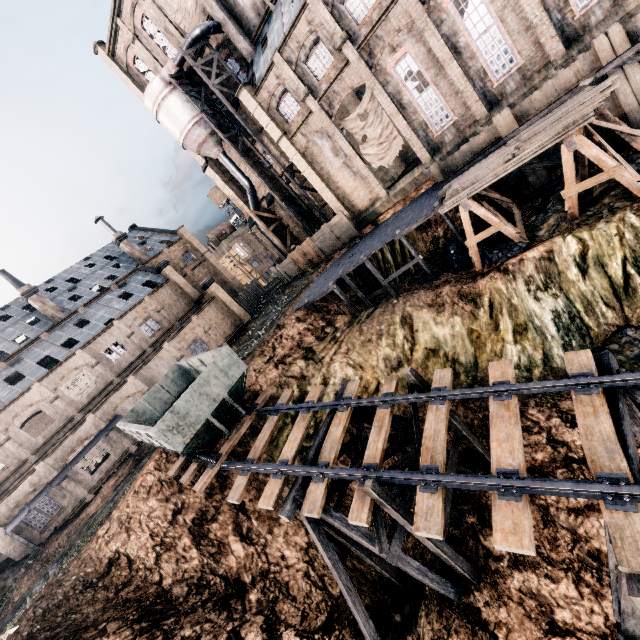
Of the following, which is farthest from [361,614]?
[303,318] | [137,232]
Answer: [137,232]

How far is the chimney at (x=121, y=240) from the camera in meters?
43.0 m

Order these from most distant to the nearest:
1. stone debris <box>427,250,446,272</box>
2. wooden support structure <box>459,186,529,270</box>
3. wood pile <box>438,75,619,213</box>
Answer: stone debris <box>427,250,446,272</box>, wooden support structure <box>459,186,529,270</box>, wood pile <box>438,75,619,213</box>

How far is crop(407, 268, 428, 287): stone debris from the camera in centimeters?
2323cm

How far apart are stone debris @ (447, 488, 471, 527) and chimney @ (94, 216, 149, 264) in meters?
44.8 m

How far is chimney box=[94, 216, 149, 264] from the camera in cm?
4300

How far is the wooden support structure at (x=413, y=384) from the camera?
12.0m

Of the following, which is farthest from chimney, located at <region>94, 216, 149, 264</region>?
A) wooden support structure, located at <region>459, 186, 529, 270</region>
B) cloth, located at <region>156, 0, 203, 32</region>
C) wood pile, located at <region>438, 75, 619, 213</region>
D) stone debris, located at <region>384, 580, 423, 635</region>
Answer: stone debris, located at <region>384, 580, 423, 635</region>
